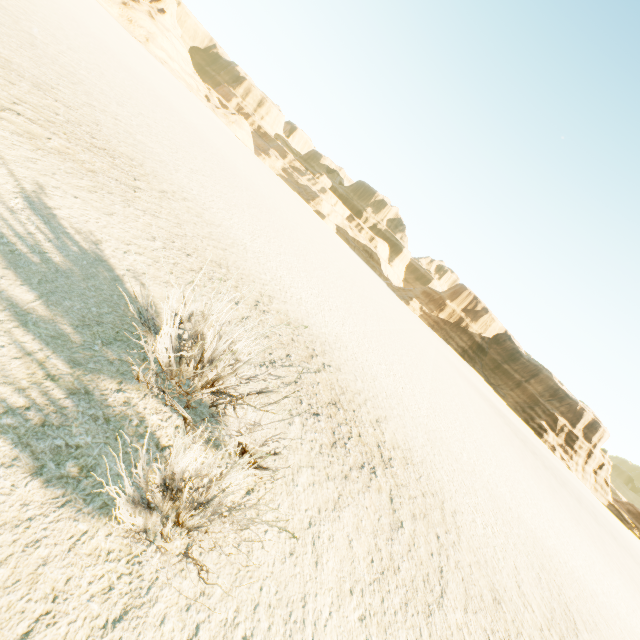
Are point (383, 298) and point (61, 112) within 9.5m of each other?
no
